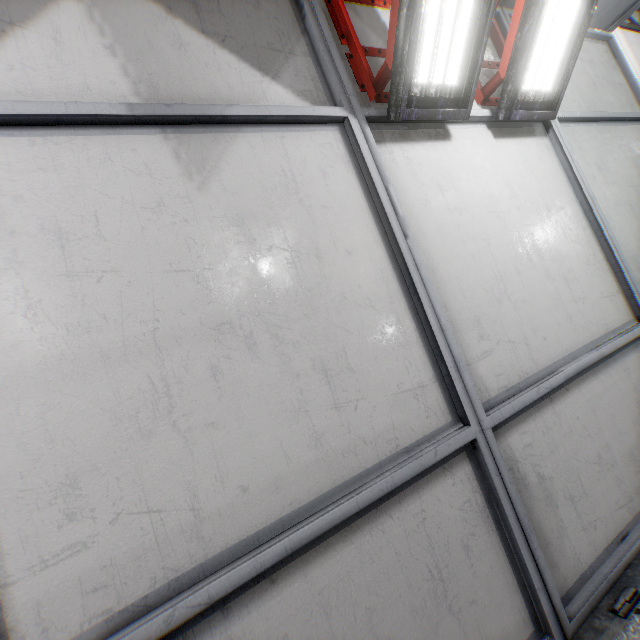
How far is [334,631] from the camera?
1.22m
